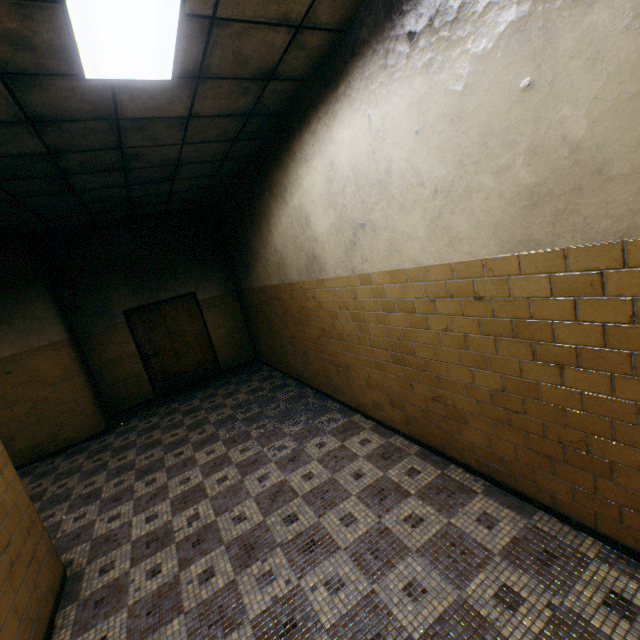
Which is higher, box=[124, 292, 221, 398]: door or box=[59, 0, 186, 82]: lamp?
box=[59, 0, 186, 82]: lamp

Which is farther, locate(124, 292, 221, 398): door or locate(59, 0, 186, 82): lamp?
locate(124, 292, 221, 398): door

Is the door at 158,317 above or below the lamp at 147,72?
below

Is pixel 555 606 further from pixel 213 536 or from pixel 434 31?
pixel 434 31

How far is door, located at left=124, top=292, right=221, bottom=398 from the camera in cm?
748

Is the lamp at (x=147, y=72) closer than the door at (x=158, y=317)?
Yes
